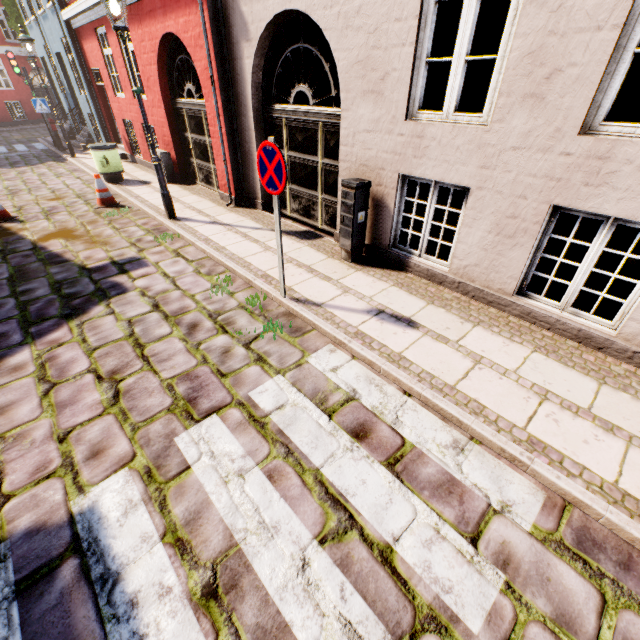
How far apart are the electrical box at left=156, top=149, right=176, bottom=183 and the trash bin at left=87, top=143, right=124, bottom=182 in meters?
0.9 m

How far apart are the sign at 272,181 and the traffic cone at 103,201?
6.4m

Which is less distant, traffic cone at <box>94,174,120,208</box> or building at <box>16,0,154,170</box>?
traffic cone at <box>94,174,120,208</box>

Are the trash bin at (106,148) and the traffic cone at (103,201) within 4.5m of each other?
yes

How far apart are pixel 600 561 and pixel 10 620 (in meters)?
3.71

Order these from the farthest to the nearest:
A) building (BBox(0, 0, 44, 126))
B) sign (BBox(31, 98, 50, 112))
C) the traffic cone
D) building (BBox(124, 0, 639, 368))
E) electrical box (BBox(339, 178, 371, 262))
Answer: building (BBox(0, 0, 44, 126))
sign (BBox(31, 98, 50, 112))
the traffic cone
electrical box (BBox(339, 178, 371, 262))
building (BBox(124, 0, 639, 368))

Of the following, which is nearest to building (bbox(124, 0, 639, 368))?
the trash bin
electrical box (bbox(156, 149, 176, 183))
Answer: electrical box (bbox(156, 149, 176, 183))

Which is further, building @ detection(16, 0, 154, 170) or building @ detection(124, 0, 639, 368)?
building @ detection(16, 0, 154, 170)
